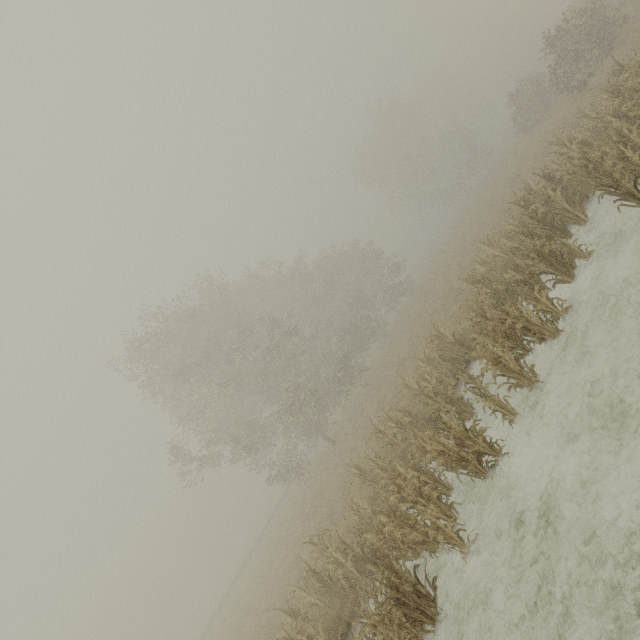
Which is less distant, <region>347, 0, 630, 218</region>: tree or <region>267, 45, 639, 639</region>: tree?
<region>267, 45, 639, 639</region>: tree

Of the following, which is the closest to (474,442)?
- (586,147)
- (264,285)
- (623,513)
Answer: (623,513)

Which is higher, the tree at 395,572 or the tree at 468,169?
the tree at 468,169

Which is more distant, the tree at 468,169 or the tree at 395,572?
the tree at 468,169

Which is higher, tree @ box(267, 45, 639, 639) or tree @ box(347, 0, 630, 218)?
tree @ box(347, 0, 630, 218)
